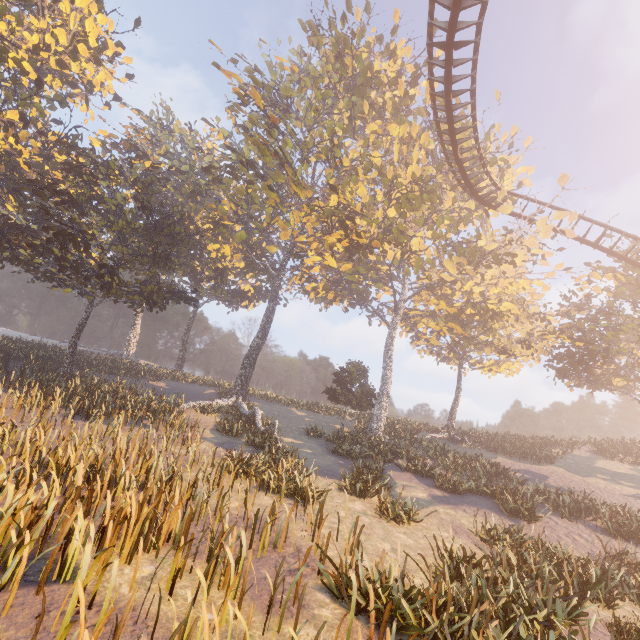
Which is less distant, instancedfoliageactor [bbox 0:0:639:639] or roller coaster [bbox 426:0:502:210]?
instancedfoliageactor [bbox 0:0:639:639]

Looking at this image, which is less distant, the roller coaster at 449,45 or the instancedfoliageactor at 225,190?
the instancedfoliageactor at 225,190

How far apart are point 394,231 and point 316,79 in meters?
18.2
